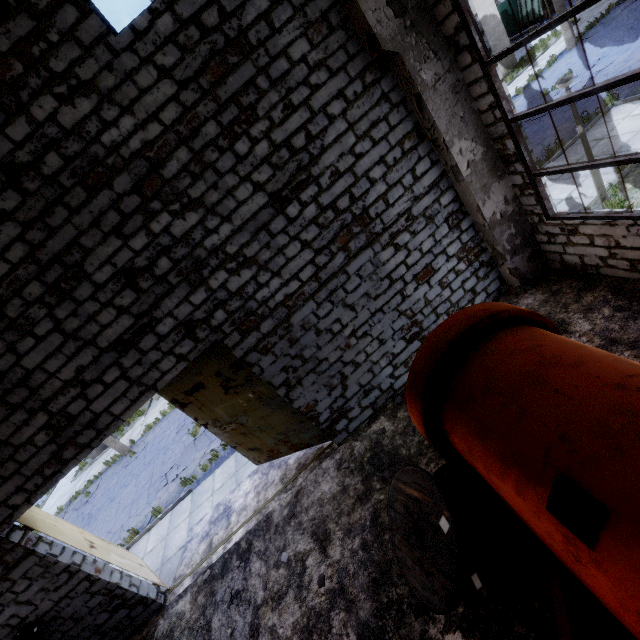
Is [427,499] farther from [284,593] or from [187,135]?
[187,135]

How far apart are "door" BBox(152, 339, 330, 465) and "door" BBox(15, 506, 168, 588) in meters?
3.3

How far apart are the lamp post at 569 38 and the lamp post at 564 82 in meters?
18.6

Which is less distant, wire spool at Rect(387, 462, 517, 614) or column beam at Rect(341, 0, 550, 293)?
wire spool at Rect(387, 462, 517, 614)

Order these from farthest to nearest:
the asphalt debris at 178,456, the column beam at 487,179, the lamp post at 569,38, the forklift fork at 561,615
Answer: the lamp post at 569,38 < the asphalt debris at 178,456 < the column beam at 487,179 < the forklift fork at 561,615

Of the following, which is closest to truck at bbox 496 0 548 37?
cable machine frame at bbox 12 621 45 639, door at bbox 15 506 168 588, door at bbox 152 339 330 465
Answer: door at bbox 152 339 330 465

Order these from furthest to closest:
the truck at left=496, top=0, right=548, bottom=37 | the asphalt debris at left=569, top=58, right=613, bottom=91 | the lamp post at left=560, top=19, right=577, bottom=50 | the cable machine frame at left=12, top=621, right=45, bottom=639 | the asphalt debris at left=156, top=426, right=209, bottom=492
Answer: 1. the truck at left=496, top=0, right=548, bottom=37
2. the lamp post at left=560, top=19, right=577, bottom=50
3. the asphalt debris at left=569, top=58, right=613, bottom=91
4. the asphalt debris at left=156, top=426, right=209, bottom=492
5. the cable machine frame at left=12, top=621, right=45, bottom=639

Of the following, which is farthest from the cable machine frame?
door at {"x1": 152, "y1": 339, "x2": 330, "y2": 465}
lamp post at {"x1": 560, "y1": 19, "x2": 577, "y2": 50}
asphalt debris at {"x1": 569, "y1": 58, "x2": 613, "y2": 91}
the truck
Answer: the truck
